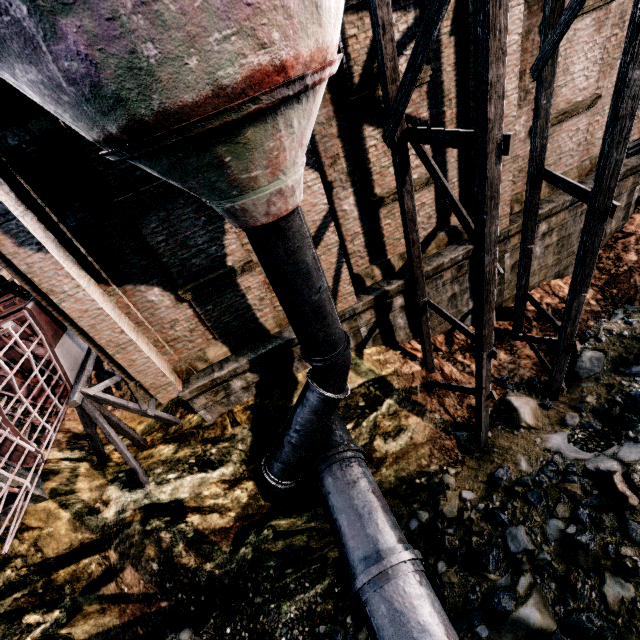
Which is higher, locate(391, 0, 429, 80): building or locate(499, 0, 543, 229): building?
locate(391, 0, 429, 80): building

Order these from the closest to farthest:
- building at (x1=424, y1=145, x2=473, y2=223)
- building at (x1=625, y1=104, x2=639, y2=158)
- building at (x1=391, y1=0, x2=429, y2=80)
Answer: building at (x1=391, y1=0, x2=429, y2=80) < building at (x1=424, y1=145, x2=473, y2=223) < building at (x1=625, y1=104, x2=639, y2=158)

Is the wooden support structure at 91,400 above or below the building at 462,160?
below

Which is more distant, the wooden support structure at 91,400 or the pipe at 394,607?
the wooden support structure at 91,400

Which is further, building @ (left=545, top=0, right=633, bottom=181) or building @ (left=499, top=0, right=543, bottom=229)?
building @ (left=545, top=0, right=633, bottom=181)

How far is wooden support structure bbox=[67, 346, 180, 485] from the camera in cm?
938

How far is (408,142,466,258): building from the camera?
9.36m

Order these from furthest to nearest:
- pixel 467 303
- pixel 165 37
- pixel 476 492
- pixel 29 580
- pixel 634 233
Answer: pixel 634 233 < pixel 467 303 < pixel 29 580 < pixel 476 492 < pixel 165 37
